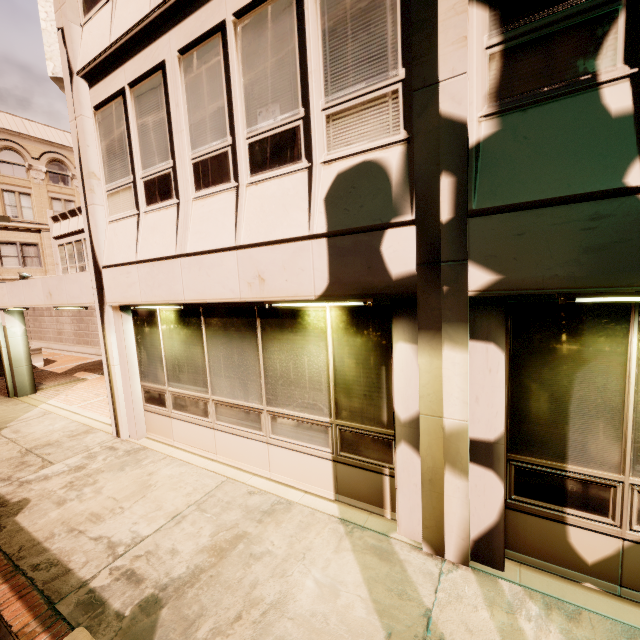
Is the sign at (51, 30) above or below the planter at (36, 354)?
above

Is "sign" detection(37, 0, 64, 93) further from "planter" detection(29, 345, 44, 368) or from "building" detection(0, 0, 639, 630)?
"planter" detection(29, 345, 44, 368)

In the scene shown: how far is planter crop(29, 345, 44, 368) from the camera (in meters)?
14.91

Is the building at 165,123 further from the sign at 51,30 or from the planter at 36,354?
the planter at 36,354

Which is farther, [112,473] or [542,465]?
[112,473]

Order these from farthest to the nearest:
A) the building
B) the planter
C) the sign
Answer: the planter, the sign, the building

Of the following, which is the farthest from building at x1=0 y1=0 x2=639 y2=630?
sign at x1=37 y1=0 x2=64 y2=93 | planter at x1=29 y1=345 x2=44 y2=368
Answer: planter at x1=29 y1=345 x2=44 y2=368
